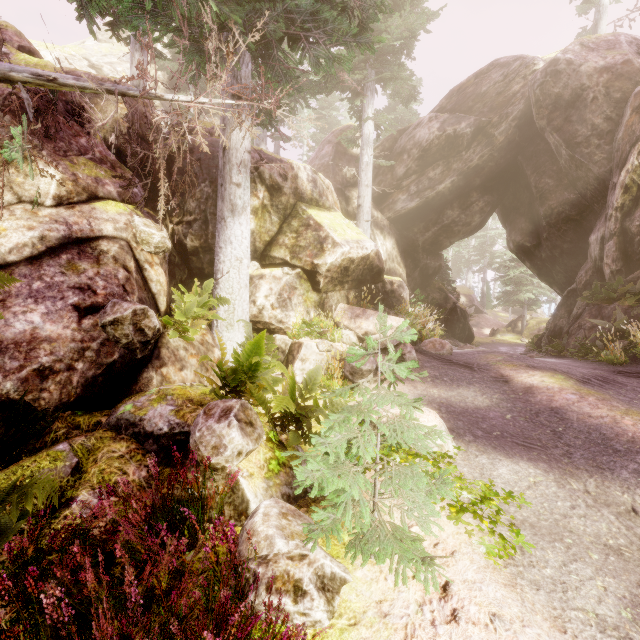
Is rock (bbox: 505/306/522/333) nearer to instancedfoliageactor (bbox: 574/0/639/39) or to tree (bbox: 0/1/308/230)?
instancedfoliageactor (bbox: 574/0/639/39)

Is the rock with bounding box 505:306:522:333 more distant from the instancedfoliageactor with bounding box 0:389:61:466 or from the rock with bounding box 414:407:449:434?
the rock with bounding box 414:407:449:434

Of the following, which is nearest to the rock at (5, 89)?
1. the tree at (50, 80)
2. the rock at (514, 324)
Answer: the tree at (50, 80)

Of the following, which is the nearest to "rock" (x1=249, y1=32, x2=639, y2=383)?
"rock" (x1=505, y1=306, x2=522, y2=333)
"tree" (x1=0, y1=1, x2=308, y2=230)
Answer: "tree" (x1=0, y1=1, x2=308, y2=230)

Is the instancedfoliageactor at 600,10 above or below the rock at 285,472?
above

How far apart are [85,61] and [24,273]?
35.06m

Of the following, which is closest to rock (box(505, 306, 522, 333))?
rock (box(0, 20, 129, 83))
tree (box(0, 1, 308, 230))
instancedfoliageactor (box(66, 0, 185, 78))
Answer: instancedfoliageactor (box(66, 0, 185, 78))
